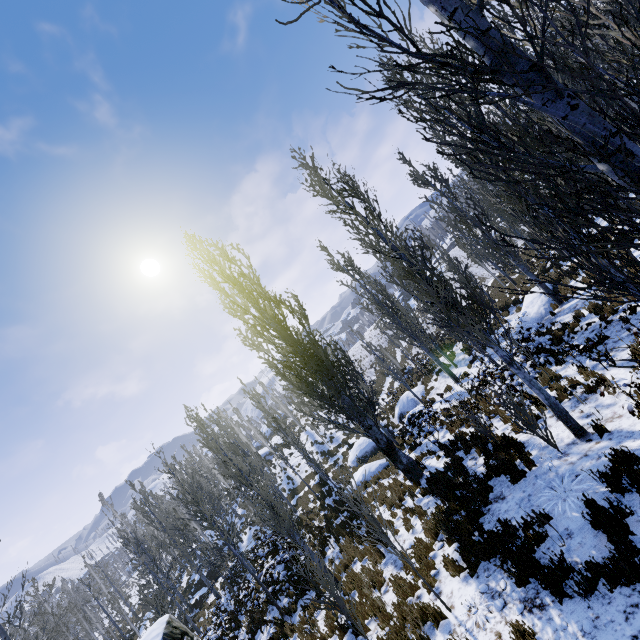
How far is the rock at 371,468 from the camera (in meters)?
17.05

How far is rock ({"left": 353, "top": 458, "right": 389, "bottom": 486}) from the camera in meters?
17.0

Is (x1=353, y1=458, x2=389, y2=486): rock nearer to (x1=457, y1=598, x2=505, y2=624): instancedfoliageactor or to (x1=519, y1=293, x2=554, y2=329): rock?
(x1=457, y1=598, x2=505, y2=624): instancedfoliageactor

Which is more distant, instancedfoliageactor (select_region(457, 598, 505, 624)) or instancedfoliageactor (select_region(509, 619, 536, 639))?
instancedfoliageactor (select_region(457, 598, 505, 624))

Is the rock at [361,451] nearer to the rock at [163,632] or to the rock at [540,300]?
the rock at [540,300]

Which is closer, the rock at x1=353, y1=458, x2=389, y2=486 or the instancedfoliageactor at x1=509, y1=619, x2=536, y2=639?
the instancedfoliageactor at x1=509, y1=619, x2=536, y2=639

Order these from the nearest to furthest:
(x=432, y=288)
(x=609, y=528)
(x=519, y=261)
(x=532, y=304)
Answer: (x=609, y=528)
(x=432, y=288)
(x=519, y=261)
(x=532, y=304)

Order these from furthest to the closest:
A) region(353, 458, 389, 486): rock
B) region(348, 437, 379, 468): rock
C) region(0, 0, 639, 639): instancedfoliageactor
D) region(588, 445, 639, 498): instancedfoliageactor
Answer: region(348, 437, 379, 468): rock → region(353, 458, 389, 486): rock → region(588, 445, 639, 498): instancedfoliageactor → region(0, 0, 639, 639): instancedfoliageactor
